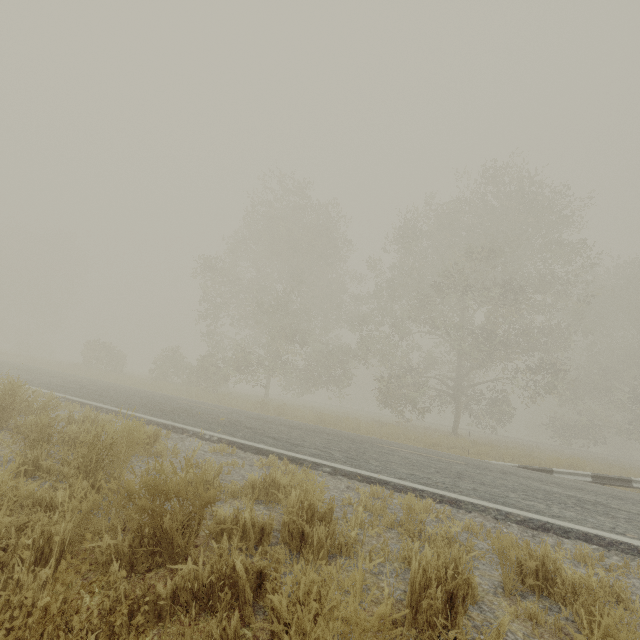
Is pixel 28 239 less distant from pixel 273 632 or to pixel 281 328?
pixel 281 328

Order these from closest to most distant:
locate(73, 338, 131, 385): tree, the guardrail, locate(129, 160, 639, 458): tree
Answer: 1. the guardrail
2. locate(129, 160, 639, 458): tree
3. locate(73, 338, 131, 385): tree

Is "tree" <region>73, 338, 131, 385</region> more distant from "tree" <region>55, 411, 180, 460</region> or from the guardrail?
the guardrail

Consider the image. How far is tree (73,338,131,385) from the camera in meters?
22.5 m

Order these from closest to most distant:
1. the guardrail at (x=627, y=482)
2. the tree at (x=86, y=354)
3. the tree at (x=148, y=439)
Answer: the tree at (x=148, y=439) < the guardrail at (x=627, y=482) < the tree at (x=86, y=354)

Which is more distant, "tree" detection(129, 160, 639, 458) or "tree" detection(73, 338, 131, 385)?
"tree" detection(73, 338, 131, 385)

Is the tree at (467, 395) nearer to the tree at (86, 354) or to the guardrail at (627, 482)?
the guardrail at (627, 482)

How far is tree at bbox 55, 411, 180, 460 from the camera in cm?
327
